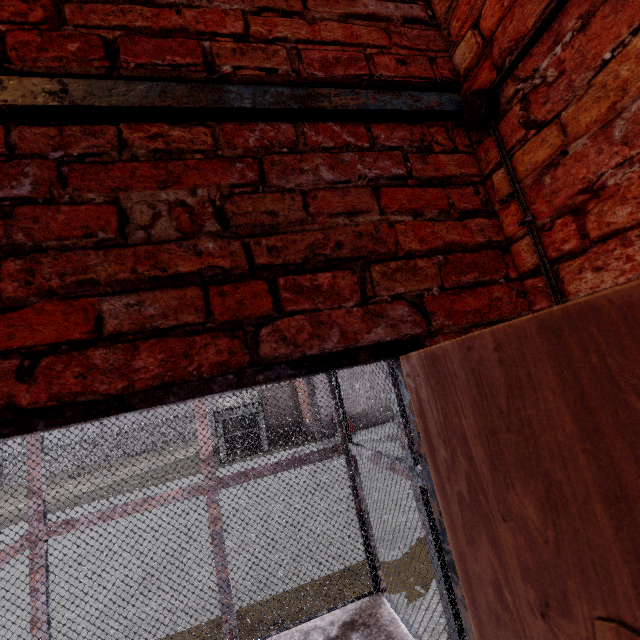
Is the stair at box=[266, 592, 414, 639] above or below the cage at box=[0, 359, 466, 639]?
below

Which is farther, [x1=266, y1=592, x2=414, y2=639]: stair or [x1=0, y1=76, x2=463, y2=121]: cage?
[x1=266, y1=592, x2=414, y2=639]: stair

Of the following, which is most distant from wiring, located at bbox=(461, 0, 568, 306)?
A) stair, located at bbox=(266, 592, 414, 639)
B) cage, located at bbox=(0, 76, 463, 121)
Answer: stair, located at bbox=(266, 592, 414, 639)

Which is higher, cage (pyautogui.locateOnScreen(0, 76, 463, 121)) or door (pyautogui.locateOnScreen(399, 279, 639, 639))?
cage (pyautogui.locateOnScreen(0, 76, 463, 121))

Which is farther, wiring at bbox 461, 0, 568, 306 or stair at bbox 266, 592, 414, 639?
stair at bbox 266, 592, 414, 639

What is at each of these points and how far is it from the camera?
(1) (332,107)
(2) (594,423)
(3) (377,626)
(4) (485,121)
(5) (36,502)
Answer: (1) cage, 0.9 meters
(2) door, 0.4 meters
(3) stair, 2.9 meters
(4) wiring, 0.9 meters
(5) cage, 2.9 meters

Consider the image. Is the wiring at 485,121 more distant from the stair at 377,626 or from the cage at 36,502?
the stair at 377,626
